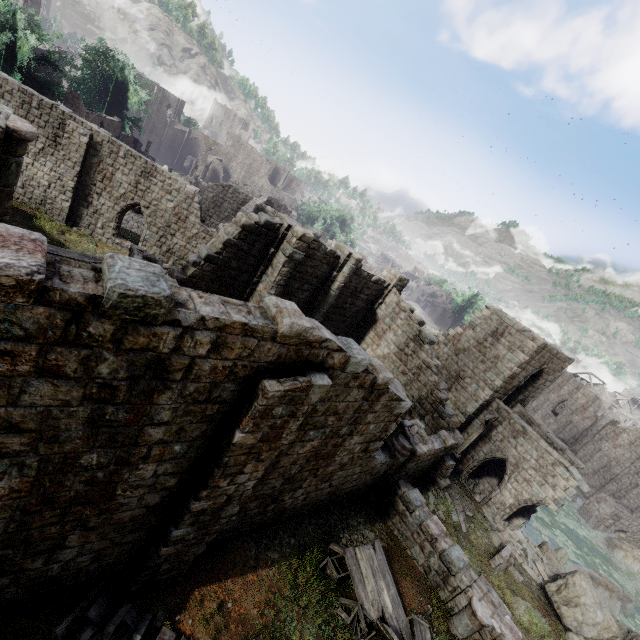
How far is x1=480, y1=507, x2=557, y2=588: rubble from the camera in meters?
16.2 m

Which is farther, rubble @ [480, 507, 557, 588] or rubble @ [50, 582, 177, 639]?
rubble @ [480, 507, 557, 588]

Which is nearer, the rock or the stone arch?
the rock

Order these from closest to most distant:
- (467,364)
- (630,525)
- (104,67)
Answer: (467,364) < (630,525) < (104,67)

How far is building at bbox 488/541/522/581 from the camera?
14.3 meters

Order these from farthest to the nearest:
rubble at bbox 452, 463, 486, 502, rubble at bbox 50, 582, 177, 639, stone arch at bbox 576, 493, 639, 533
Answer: stone arch at bbox 576, 493, 639, 533 < rubble at bbox 452, 463, 486, 502 < rubble at bbox 50, 582, 177, 639

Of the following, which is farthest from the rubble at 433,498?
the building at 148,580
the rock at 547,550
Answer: the rock at 547,550

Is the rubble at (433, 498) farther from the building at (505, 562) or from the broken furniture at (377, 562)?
the broken furniture at (377, 562)
